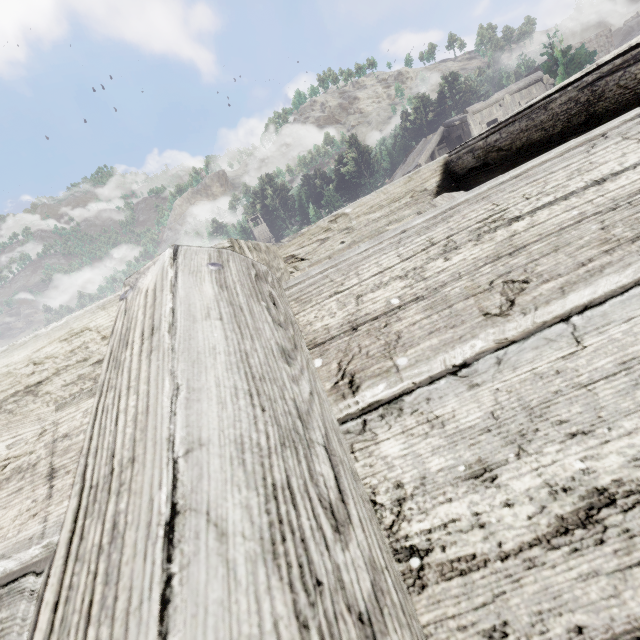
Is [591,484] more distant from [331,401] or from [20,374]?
[20,374]
